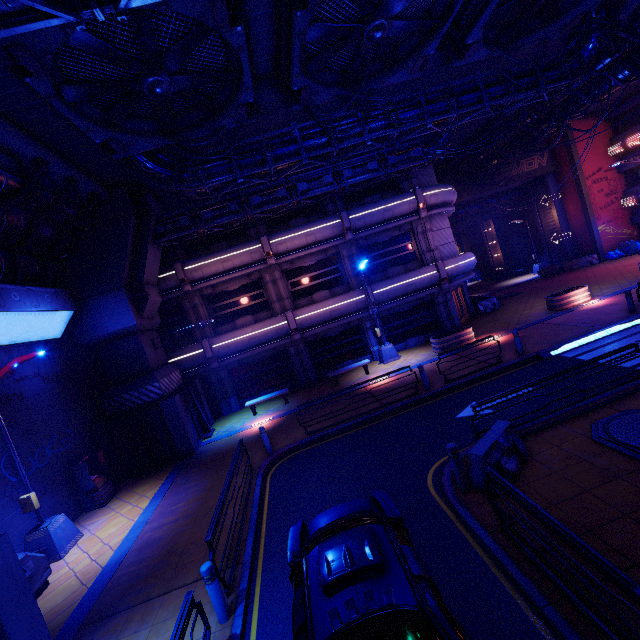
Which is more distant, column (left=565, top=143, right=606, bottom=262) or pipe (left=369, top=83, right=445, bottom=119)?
column (left=565, top=143, right=606, bottom=262)

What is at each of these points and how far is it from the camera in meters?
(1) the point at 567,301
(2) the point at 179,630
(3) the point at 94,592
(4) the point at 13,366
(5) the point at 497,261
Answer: (1) plant holder, 17.9 m
(2) railing, 4.5 m
(3) beam, 7.7 m
(4) street light, 9.5 m
(5) tunnel, 40.6 m

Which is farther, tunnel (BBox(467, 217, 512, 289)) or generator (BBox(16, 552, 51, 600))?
tunnel (BBox(467, 217, 512, 289))

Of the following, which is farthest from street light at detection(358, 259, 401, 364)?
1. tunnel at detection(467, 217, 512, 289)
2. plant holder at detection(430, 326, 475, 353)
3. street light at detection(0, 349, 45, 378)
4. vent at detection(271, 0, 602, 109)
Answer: tunnel at detection(467, 217, 512, 289)

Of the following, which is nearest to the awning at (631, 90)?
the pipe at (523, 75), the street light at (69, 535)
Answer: the pipe at (523, 75)

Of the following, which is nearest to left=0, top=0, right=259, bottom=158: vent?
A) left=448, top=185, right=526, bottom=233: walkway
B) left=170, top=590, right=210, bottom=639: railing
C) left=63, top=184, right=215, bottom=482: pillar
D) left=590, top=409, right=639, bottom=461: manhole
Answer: left=63, top=184, right=215, bottom=482: pillar

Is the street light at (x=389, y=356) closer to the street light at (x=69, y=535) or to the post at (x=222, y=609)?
the post at (x=222, y=609)

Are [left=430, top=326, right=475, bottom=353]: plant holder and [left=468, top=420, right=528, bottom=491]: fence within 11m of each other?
yes
